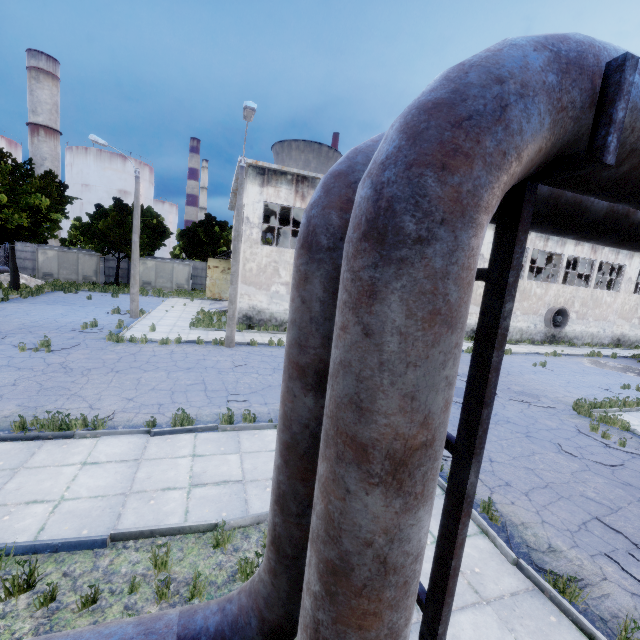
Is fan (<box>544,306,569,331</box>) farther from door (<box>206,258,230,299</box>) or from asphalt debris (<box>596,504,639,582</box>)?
door (<box>206,258,230,299</box>)

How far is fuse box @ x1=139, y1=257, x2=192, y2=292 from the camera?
35.2m

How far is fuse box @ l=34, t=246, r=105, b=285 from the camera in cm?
3231

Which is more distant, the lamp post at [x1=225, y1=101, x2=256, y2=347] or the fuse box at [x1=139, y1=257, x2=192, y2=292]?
the fuse box at [x1=139, y1=257, x2=192, y2=292]

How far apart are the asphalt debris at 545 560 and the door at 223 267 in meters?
28.9

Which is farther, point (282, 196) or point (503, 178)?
point (282, 196)

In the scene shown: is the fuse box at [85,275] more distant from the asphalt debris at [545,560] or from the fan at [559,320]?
the fan at [559,320]

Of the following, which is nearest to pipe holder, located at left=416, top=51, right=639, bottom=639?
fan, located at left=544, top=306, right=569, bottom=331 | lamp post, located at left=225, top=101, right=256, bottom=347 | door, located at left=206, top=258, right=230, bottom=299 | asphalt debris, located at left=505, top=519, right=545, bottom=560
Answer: asphalt debris, located at left=505, top=519, right=545, bottom=560
